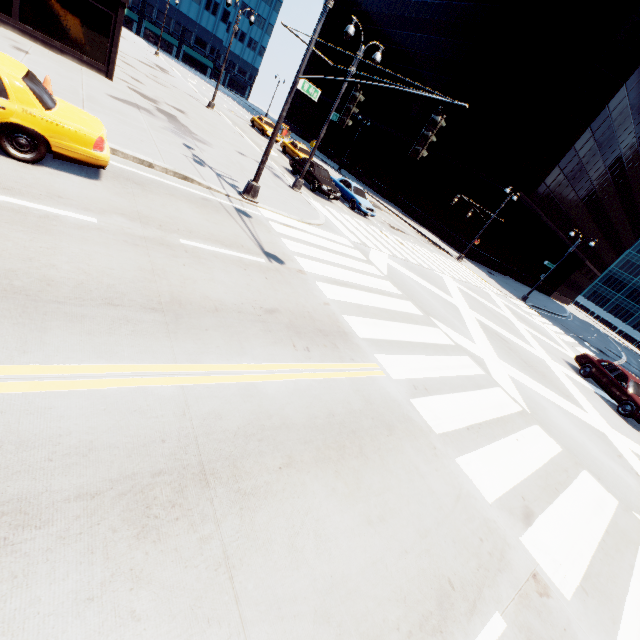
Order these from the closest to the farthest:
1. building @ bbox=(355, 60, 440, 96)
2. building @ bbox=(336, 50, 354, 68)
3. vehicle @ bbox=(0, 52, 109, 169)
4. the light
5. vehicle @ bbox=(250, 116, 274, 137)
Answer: vehicle @ bbox=(0, 52, 109, 169), the light, vehicle @ bbox=(250, 116, 274, 137), building @ bbox=(355, 60, 440, 96), building @ bbox=(336, 50, 354, 68)

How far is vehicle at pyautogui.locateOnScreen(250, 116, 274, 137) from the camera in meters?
32.5

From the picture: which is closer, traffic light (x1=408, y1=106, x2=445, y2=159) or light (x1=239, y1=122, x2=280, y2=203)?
traffic light (x1=408, y1=106, x2=445, y2=159)

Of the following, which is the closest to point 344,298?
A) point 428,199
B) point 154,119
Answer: point 154,119

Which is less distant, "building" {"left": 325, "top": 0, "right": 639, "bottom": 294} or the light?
the light

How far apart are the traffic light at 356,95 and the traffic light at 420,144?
2.55m

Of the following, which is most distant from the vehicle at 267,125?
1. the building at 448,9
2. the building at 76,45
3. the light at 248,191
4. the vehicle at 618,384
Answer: the vehicle at 618,384

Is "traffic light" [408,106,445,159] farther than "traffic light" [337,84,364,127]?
No
